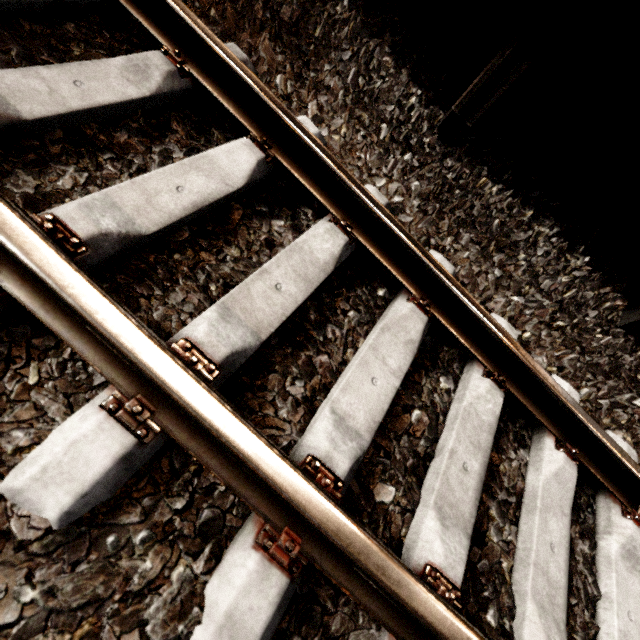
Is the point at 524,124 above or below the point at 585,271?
above

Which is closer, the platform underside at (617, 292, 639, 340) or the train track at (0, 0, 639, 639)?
the train track at (0, 0, 639, 639)

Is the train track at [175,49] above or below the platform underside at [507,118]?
below

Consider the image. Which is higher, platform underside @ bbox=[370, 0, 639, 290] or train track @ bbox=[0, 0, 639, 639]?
platform underside @ bbox=[370, 0, 639, 290]

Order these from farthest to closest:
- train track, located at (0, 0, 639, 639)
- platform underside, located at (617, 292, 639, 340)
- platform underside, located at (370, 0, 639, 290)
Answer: platform underside, located at (617, 292, 639, 340) < platform underside, located at (370, 0, 639, 290) < train track, located at (0, 0, 639, 639)

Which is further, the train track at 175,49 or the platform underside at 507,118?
the platform underside at 507,118

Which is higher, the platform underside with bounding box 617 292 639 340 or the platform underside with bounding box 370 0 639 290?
the platform underside with bounding box 370 0 639 290
